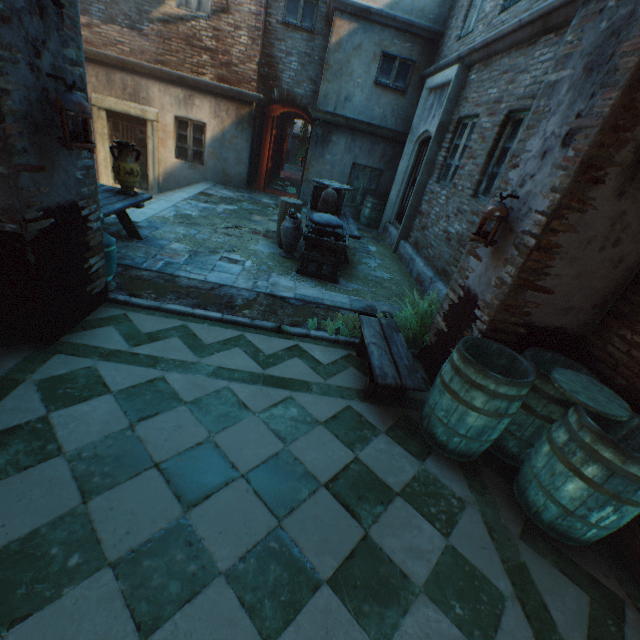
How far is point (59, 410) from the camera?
2.48m

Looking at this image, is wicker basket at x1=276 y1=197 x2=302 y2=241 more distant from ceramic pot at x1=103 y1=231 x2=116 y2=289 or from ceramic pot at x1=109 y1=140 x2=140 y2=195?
ceramic pot at x1=103 y1=231 x2=116 y2=289

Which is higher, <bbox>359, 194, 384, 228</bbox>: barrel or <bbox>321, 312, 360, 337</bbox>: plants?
<bbox>359, 194, 384, 228</bbox>: barrel

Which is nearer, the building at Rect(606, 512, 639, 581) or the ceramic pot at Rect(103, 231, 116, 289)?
the building at Rect(606, 512, 639, 581)

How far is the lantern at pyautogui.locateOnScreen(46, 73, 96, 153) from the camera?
2.4m

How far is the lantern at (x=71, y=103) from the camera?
2.40m

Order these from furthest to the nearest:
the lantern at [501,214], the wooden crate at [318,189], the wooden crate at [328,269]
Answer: the wooden crate at [318,189] < the wooden crate at [328,269] < the lantern at [501,214]

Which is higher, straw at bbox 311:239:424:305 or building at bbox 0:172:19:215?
building at bbox 0:172:19:215
